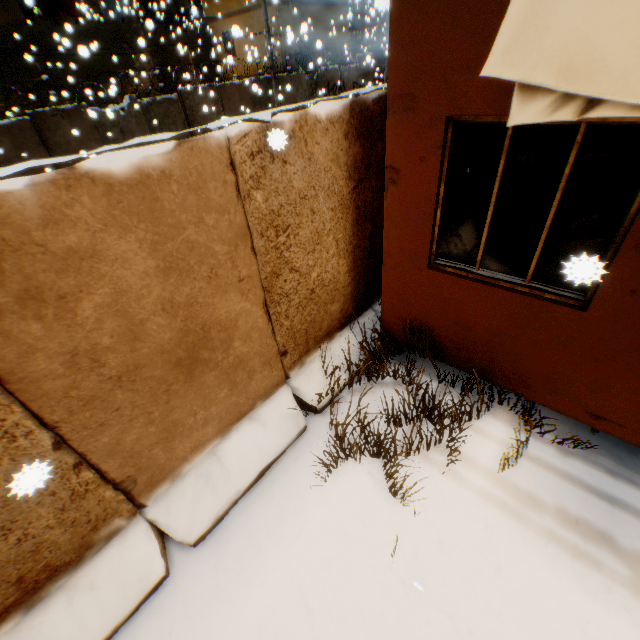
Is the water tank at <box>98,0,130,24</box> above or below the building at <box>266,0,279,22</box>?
above

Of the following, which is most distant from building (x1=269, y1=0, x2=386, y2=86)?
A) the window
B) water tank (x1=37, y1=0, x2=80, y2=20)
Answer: water tank (x1=37, y1=0, x2=80, y2=20)

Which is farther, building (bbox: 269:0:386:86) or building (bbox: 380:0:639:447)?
building (bbox: 269:0:386:86)

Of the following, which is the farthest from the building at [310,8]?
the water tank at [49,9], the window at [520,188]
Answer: the water tank at [49,9]

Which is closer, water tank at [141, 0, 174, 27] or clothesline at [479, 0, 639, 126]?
clothesline at [479, 0, 639, 126]

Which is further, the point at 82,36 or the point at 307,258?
the point at 82,36

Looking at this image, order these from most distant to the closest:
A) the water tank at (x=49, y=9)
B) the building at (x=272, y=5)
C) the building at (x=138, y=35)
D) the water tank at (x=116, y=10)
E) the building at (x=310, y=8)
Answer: the building at (x=310, y=8)
the water tank at (x=116, y=10)
the building at (x=272, y=5)
the water tank at (x=49, y=9)
the building at (x=138, y=35)

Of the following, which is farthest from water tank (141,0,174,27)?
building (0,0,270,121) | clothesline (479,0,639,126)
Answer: building (0,0,270,121)
